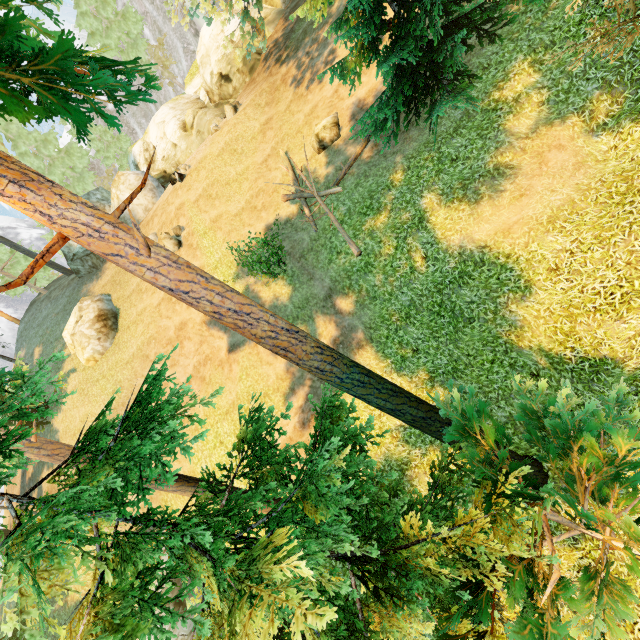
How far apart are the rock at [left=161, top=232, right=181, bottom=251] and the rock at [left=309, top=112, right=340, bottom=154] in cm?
965

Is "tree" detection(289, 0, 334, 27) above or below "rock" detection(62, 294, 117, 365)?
above

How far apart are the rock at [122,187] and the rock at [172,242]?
8.6 meters

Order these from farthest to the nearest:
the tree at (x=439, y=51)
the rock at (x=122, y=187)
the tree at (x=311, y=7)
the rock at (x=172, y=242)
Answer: the rock at (x=122, y=187) → the rock at (x=172, y=242) → the tree at (x=311, y=7) → the tree at (x=439, y=51)

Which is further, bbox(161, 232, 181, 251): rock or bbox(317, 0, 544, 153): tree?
bbox(161, 232, 181, 251): rock

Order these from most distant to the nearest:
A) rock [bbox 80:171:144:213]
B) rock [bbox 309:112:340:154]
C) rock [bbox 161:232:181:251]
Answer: rock [bbox 80:171:144:213], rock [bbox 161:232:181:251], rock [bbox 309:112:340:154]

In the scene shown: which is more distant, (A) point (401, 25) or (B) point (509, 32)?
(B) point (509, 32)

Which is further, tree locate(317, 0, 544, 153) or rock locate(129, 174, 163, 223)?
rock locate(129, 174, 163, 223)
